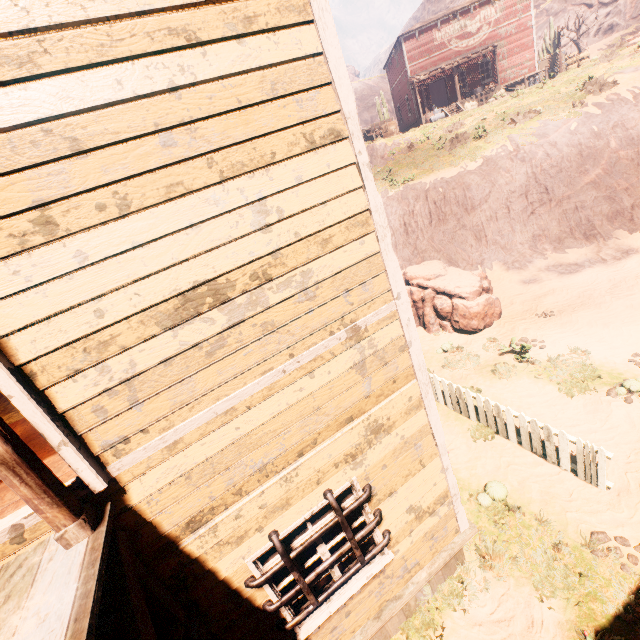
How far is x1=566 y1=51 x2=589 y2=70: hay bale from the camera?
25.2m

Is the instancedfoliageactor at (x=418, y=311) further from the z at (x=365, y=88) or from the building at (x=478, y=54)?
the building at (x=478, y=54)

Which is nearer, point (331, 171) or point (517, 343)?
point (331, 171)

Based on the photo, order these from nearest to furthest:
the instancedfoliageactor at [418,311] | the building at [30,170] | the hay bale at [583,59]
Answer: the building at [30,170], the instancedfoliageactor at [418,311], the hay bale at [583,59]

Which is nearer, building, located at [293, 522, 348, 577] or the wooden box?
building, located at [293, 522, 348, 577]

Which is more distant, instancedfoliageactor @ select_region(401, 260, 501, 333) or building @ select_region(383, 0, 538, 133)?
building @ select_region(383, 0, 538, 133)

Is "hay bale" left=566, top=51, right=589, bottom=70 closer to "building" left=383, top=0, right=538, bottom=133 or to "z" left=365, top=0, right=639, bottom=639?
"z" left=365, top=0, right=639, bottom=639

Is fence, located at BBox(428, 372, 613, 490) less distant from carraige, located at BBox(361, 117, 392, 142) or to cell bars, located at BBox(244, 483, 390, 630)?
cell bars, located at BBox(244, 483, 390, 630)
